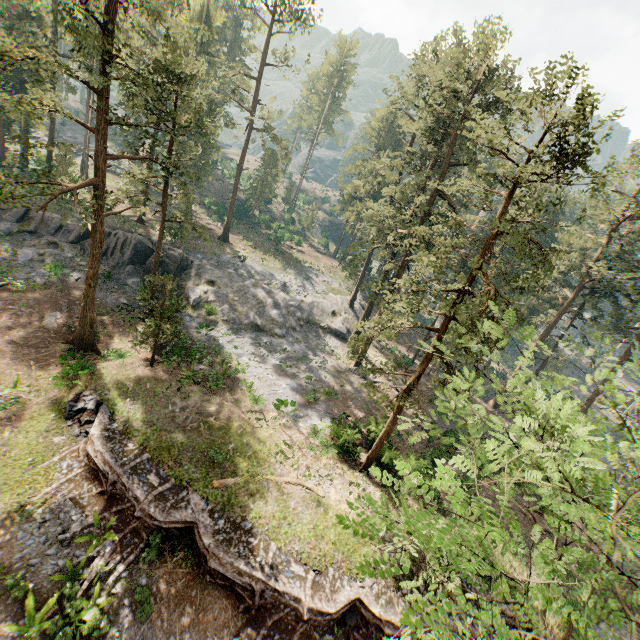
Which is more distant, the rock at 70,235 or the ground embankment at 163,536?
the rock at 70,235

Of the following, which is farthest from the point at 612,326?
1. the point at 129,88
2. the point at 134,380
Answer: the point at 129,88

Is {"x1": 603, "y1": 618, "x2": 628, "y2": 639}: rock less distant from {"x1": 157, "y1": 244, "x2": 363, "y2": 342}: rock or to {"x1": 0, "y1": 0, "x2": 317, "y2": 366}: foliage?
{"x1": 0, "y1": 0, "x2": 317, "y2": 366}: foliage

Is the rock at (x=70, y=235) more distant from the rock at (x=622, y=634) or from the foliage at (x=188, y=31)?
the rock at (x=622, y=634)

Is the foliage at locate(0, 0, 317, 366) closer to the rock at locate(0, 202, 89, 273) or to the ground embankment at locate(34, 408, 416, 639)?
the rock at locate(0, 202, 89, 273)

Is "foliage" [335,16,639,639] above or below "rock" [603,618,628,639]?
above

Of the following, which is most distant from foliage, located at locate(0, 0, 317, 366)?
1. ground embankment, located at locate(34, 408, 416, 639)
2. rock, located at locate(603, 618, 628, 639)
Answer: ground embankment, located at locate(34, 408, 416, 639)

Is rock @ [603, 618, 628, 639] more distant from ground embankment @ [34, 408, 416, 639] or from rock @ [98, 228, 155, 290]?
rock @ [98, 228, 155, 290]
